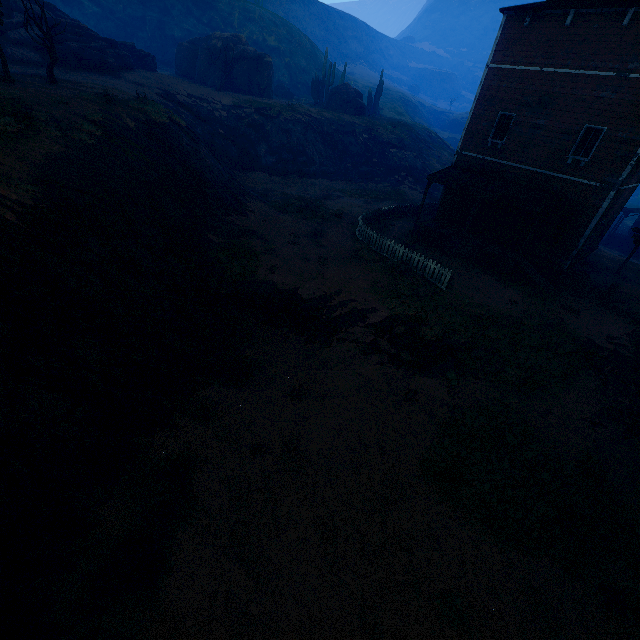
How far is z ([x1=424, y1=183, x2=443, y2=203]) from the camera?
32.1m

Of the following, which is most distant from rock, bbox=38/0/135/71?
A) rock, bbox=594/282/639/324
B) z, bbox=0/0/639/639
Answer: rock, bbox=594/282/639/324

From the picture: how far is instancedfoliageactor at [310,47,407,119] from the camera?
39.0m

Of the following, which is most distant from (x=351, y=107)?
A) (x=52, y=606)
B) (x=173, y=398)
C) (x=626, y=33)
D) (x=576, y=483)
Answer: (x=52, y=606)

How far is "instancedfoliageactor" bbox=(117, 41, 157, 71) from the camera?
30.8m

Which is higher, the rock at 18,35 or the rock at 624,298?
the rock at 18,35

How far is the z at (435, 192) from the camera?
32.12m

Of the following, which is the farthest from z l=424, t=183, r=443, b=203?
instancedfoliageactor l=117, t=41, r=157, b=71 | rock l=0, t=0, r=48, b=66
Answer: instancedfoliageactor l=117, t=41, r=157, b=71
